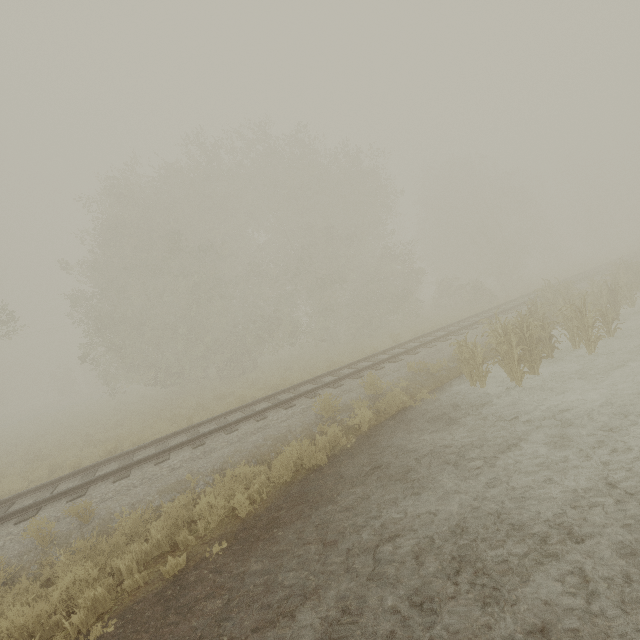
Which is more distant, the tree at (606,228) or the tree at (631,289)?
the tree at (606,228)

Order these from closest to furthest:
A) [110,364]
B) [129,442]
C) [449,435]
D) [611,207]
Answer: [449,435] < [129,442] < [110,364] < [611,207]

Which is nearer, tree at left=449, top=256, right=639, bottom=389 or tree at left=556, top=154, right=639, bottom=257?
tree at left=449, top=256, right=639, bottom=389

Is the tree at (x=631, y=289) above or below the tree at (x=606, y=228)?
below

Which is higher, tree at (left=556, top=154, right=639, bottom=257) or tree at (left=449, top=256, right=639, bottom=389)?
tree at (left=556, top=154, right=639, bottom=257)
